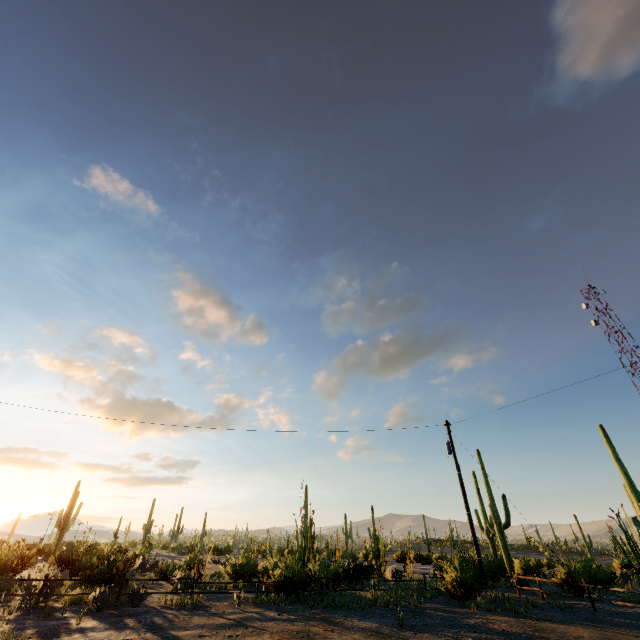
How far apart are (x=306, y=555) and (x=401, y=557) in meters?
32.4
